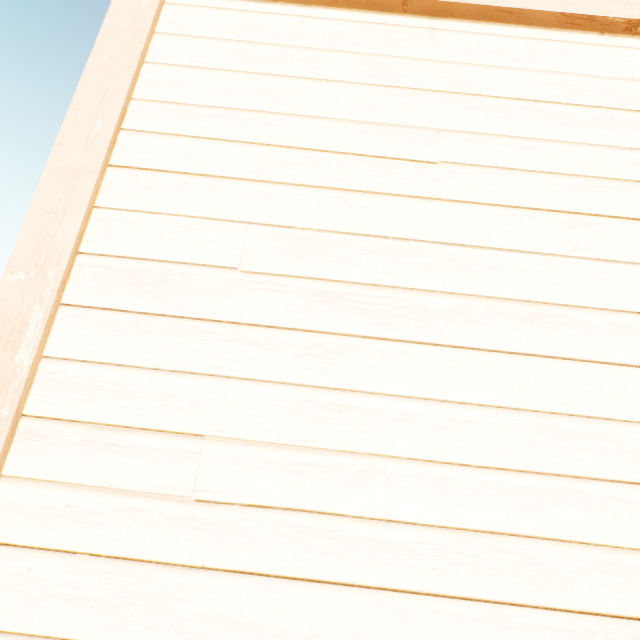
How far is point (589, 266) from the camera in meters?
1.0 m
